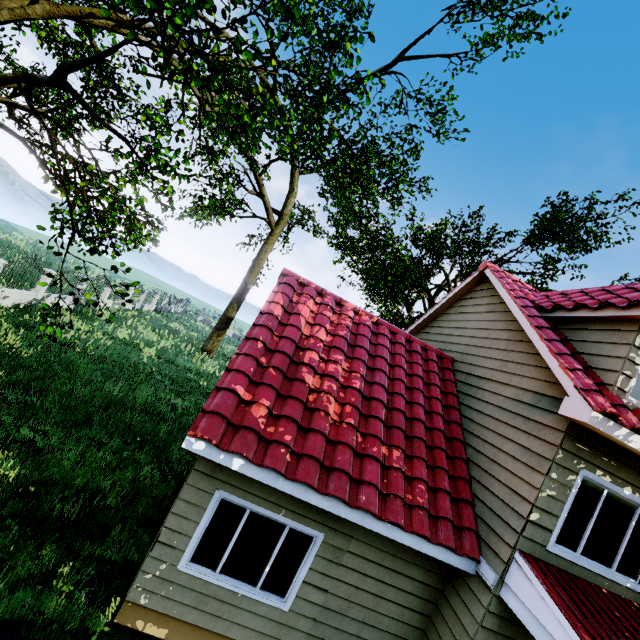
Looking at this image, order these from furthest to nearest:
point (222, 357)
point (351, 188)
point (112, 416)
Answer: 1. point (222, 357)
2. point (351, 188)
3. point (112, 416)

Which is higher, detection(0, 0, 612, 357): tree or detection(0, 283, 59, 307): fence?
detection(0, 0, 612, 357): tree

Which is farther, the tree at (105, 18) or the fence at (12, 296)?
the fence at (12, 296)

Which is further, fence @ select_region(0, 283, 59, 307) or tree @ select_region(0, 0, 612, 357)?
fence @ select_region(0, 283, 59, 307)

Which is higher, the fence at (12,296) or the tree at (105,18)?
the tree at (105,18)
